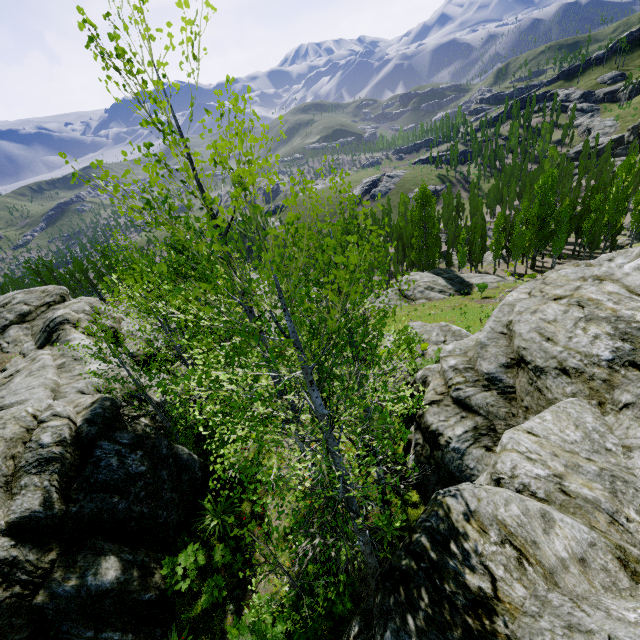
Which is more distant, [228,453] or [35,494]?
[228,453]

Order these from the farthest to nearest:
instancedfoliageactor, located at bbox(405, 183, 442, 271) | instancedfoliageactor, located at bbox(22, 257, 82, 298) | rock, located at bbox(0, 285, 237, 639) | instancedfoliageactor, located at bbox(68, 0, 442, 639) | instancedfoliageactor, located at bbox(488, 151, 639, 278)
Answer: instancedfoliageactor, located at bbox(22, 257, 82, 298) < instancedfoliageactor, located at bbox(405, 183, 442, 271) < instancedfoliageactor, located at bbox(488, 151, 639, 278) < rock, located at bbox(0, 285, 237, 639) < instancedfoliageactor, located at bbox(68, 0, 442, 639)

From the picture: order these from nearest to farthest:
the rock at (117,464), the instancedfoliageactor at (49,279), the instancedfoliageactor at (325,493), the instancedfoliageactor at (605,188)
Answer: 1. the instancedfoliageactor at (325,493)
2. the rock at (117,464)
3. the instancedfoliageactor at (605,188)
4. the instancedfoliageactor at (49,279)

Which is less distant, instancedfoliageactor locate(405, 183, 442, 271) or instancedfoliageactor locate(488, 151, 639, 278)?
instancedfoliageactor locate(488, 151, 639, 278)

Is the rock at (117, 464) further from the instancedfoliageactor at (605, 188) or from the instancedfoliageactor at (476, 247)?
the instancedfoliageactor at (605, 188)

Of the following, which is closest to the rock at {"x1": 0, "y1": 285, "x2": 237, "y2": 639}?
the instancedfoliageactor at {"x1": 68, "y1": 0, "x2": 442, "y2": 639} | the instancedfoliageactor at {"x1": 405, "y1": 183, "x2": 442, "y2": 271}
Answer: the instancedfoliageactor at {"x1": 405, "y1": 183, "x2": 442, "y2": 271}

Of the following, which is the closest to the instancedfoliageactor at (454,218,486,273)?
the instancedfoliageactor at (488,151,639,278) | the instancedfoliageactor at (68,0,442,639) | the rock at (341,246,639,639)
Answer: the rock at (341,246,639,639)
